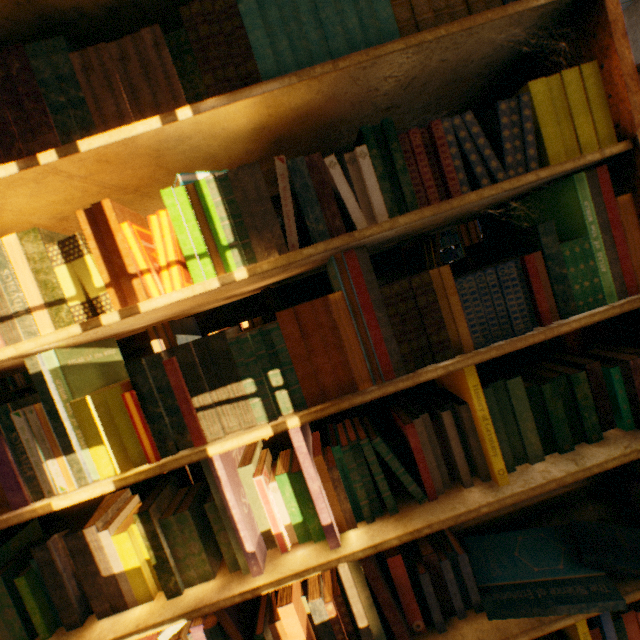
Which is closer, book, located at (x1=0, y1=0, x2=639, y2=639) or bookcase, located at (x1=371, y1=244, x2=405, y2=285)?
book, located at (x1=0, y1=0, x2=639, y2=639)

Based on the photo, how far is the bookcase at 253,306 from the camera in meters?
1.9 m

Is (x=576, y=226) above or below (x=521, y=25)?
below

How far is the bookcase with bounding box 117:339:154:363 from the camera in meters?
1.9 m
